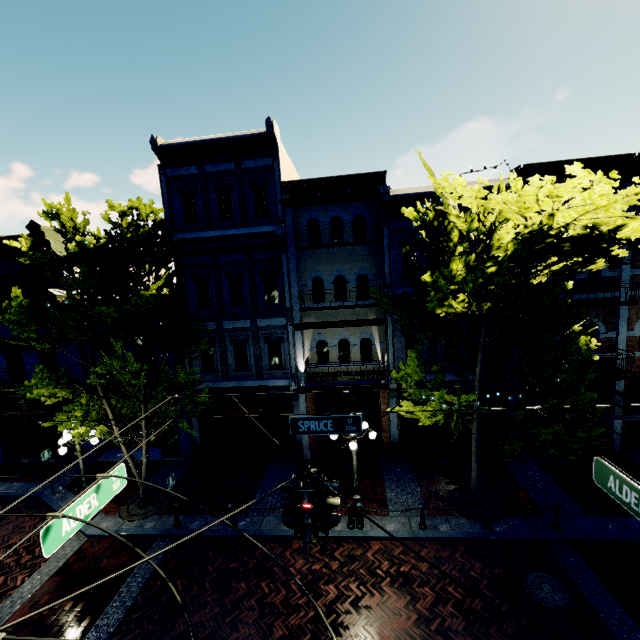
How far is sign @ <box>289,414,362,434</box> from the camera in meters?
7.6

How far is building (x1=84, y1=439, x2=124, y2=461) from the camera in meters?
15.7

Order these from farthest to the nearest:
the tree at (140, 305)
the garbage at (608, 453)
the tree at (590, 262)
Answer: the garbage at (608, 453)
the tree at (140, 305)
the tree at (590, 262)

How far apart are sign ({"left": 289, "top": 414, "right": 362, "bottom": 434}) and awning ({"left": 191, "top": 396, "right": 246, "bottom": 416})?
5.65m

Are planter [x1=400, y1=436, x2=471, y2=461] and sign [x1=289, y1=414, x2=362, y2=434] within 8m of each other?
yes

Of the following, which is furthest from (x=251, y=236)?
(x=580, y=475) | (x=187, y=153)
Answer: (x=580, y=475)

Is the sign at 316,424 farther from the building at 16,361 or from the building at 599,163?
the building at 599,163

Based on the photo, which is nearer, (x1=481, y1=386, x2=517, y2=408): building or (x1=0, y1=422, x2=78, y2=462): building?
(x1=481, y1=386, x2=517, y2=408): building
